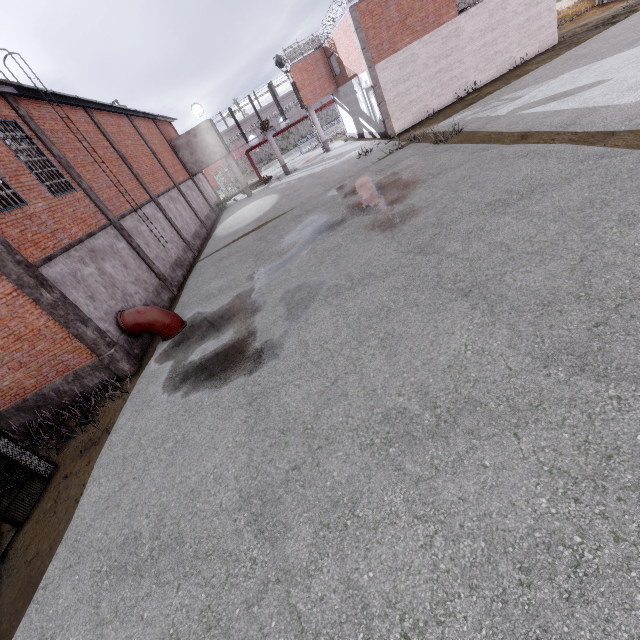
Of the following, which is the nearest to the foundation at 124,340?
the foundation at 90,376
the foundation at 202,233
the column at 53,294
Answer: the column at 53,294

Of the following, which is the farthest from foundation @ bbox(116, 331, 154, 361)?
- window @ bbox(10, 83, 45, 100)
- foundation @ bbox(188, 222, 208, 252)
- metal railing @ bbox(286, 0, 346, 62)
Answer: metal railing @ bbox(286, 0, 346, 62)

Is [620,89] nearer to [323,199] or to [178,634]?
[323,199]

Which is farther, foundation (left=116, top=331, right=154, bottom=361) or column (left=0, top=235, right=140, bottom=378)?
foundation (left=116, top=331, right=154, bottom=361)

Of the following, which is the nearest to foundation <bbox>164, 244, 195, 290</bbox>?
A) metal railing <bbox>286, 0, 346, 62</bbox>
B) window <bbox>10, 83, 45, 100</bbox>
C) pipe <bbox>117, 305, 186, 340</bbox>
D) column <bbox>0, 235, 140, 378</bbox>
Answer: pipe <bbox>117, 305, 186, 340</bbox>

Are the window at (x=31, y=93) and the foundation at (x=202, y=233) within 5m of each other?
no

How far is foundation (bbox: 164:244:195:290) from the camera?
16.1 meters

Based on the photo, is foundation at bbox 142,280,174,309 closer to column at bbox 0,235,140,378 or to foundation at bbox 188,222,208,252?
column at bbox 0,235,140,378
